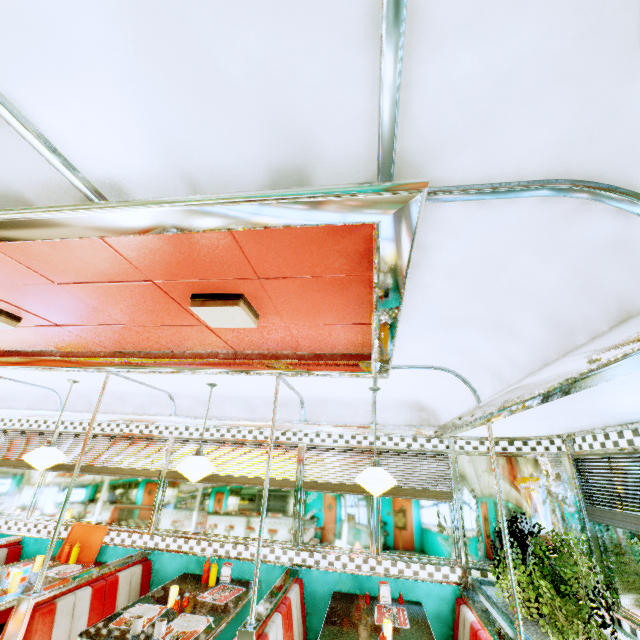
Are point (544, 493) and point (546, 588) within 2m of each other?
yes

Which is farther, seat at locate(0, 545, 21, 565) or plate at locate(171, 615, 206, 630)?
seat at locate(0, 545, 21, 565)

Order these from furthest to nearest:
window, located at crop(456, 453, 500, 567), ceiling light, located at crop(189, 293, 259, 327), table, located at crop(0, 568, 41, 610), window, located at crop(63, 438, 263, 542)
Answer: window, located at crop(63, 438, 263, 542), window, located at crop(456, 453, 500, 567), table, located at crop(0, 568, 41, 610), ceiling light, located at crop(189, 293, 259, 327)

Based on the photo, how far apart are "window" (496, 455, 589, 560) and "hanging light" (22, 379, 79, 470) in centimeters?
499cm

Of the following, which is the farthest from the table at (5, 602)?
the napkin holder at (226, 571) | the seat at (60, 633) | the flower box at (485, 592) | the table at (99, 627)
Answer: the flower box at (485, 592)

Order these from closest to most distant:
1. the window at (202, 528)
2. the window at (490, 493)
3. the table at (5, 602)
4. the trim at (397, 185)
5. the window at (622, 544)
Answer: the trim at (397, 185) < the window at (622, 544) < the table at (5, 602) < the window at (490, 493) < the window at (202, 528)

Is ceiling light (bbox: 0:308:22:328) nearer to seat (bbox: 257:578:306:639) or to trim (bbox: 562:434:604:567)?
seat (bbox: 257:578:306:639)

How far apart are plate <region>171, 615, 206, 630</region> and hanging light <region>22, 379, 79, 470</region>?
2.36m
